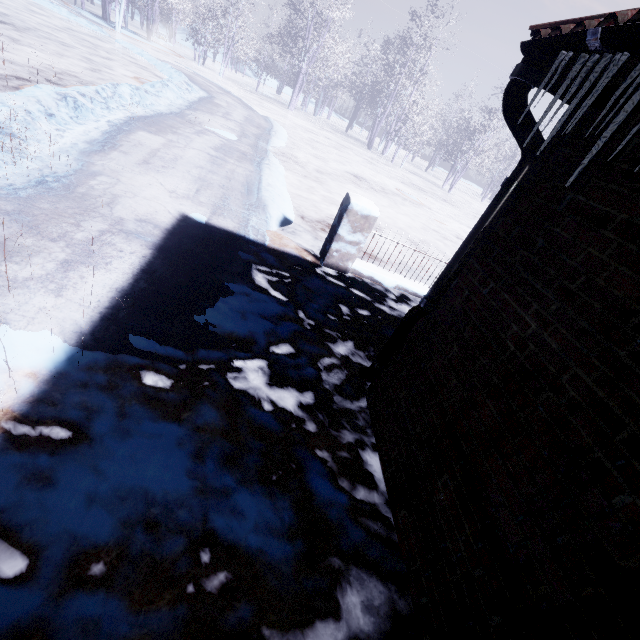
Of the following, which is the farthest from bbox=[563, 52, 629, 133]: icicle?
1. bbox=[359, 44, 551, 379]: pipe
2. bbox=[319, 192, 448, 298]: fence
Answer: bbox=[319, 192, 448, 298]: fence

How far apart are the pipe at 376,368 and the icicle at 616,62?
0.30m

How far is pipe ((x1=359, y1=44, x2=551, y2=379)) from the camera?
1.39m

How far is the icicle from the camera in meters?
1.0 m

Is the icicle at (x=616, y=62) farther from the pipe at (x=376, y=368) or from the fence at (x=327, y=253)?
the fence at (x=327, y=253)

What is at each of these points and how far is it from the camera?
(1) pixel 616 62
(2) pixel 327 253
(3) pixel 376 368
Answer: (1) icicle, 1.0 meters
(2) fence, 4.2 meters
(3) pipe, 2.4 meters

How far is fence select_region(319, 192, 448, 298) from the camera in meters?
3.9 m
